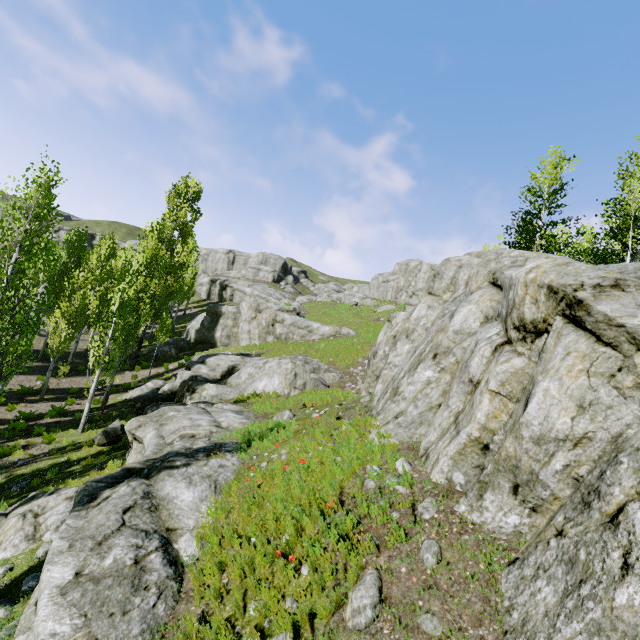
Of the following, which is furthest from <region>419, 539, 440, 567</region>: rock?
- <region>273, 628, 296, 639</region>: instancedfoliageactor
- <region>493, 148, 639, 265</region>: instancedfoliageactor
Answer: <region>273, 628, 296, 639</region>: instancedfoliageactor

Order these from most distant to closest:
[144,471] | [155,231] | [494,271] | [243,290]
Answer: [243,290] < [155,231] < [494,271] < [144,471]

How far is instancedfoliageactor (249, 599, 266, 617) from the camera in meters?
4.0

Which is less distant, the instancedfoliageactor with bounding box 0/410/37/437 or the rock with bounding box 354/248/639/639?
the rock with bounding box 354/248/639/639

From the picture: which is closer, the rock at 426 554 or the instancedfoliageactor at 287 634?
the instancedfoliageactor at 287 634

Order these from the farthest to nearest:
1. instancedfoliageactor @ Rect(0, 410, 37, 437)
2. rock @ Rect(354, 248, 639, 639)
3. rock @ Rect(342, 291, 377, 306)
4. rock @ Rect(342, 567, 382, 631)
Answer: rock @ Rect(342, 291, 377, 306) → instancedfoliageactor @ Rect(0, 410, 37, 437) → rock @ Rect(342, 567, 382, 631) → rock @ Rect(354, 248, 639, 639)

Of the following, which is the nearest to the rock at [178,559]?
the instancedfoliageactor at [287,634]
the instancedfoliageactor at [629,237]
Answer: the instancedfoliageactor at [629,237]
